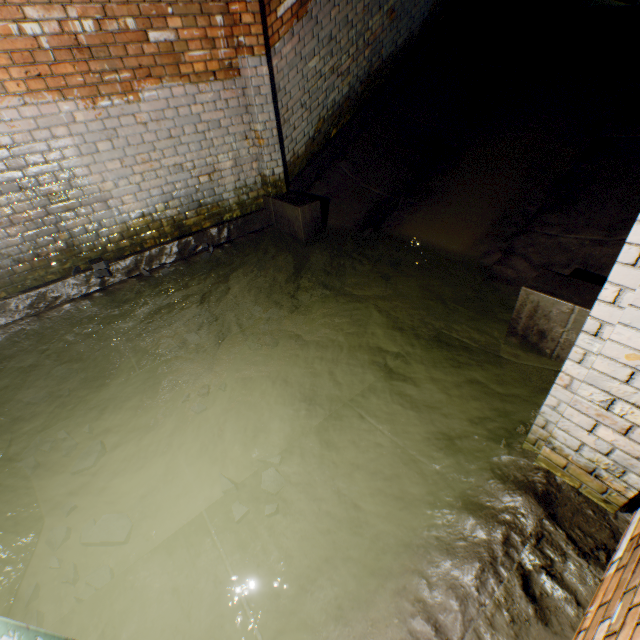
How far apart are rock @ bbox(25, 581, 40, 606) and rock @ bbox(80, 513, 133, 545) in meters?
0.3

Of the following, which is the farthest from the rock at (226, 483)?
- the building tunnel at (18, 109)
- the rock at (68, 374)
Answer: the rock at (68, 374)

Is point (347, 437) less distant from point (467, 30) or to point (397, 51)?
point (397, 51)

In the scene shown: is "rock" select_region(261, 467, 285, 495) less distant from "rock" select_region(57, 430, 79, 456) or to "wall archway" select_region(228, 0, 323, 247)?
"rock" select_region(57, 430, 79, 456)

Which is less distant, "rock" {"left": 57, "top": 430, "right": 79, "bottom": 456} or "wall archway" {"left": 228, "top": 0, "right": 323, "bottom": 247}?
"rock" {"left": 57, "top": 430, "right": 79, "bottom": 456}

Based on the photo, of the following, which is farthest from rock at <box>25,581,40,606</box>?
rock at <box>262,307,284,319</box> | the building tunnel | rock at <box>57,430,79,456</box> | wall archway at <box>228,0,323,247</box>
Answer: wall archway at <box>228,0,323,247</box>

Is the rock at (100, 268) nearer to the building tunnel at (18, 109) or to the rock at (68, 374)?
the building tunnel at (18, 109)

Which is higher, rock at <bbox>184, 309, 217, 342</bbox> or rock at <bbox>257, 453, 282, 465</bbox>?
rock at <bbox>184, 309, 217, 342</bbox>
